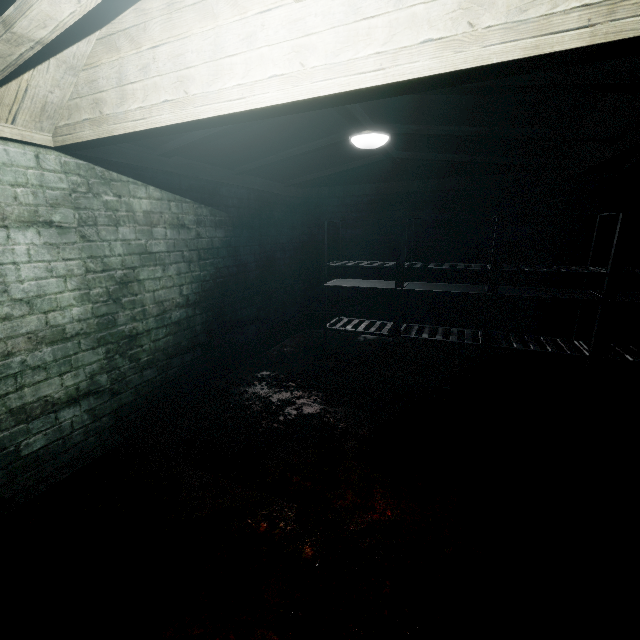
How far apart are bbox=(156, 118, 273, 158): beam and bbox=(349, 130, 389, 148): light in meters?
0.0 m

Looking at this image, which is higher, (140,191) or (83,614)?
(140,191)

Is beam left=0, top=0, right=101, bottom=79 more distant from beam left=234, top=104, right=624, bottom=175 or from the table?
the table

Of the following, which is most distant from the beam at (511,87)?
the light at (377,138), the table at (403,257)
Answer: the table at (403,257)

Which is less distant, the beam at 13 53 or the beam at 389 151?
the beam at 13 53

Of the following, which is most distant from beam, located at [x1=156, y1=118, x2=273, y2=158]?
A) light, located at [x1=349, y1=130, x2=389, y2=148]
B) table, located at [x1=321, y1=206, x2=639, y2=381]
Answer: table, located at [x1=321, y1=206, x2=639, y2=381]
